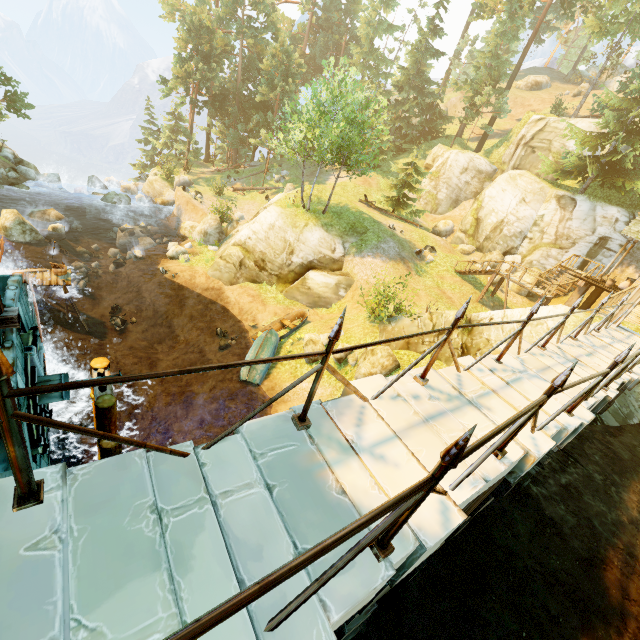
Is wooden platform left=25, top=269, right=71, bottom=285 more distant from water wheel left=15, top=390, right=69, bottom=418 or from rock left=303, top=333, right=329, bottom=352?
rock left=303, top=333, right=329, bottom=352

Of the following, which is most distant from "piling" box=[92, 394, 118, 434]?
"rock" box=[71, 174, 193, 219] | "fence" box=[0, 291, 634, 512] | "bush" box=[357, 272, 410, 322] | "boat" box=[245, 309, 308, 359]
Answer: "rock" box=[71, 174, 193, 219]

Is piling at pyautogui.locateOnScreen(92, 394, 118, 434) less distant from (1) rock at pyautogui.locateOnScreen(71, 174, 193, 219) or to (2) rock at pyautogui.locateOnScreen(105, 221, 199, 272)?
(2) rock at pyautogui.locateOnScreen(105, 221, 199, 272)

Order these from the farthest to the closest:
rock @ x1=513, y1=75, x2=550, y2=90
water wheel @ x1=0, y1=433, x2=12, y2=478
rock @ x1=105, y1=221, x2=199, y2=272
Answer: rock @ x1=513, y1=75, x2=550, y2=90
rock @ x1=105, y1=221, x2=199, y2=272
water wheel @ x1=0, y1=433, x2=12, y2=478

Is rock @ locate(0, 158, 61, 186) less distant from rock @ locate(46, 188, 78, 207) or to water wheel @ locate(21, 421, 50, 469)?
rock @ locate(46, 188, 78, 207)

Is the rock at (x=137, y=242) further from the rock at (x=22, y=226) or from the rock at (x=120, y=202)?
the rock at (x=22, y=226)

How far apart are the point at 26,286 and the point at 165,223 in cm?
2740

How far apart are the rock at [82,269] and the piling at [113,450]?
14.75m
